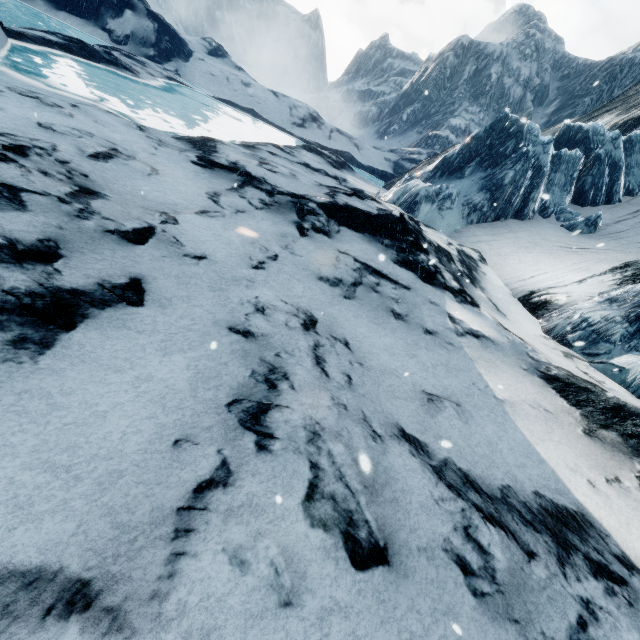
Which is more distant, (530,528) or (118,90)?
(118,90)
